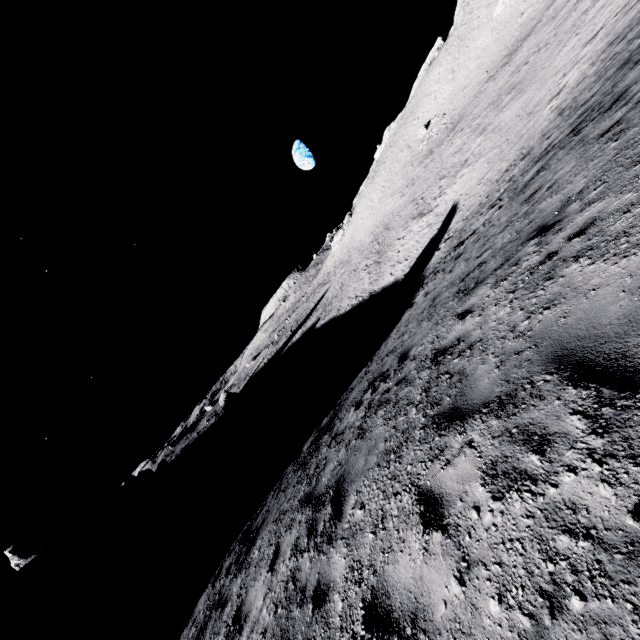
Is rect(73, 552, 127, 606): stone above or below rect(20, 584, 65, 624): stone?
below

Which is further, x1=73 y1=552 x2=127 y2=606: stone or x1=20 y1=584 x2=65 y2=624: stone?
x1=20 y1=584 x2=65 y2=624: stone

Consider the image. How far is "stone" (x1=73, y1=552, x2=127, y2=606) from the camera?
38.6 meters

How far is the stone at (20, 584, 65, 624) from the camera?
40.7 meters

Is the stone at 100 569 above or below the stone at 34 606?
below

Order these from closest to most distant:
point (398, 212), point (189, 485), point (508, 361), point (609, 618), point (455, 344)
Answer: point (609, 618) → point (508, 361) → point (455, 344) → point (398, 212) → point (189, 485)

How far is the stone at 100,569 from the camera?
38.59m
